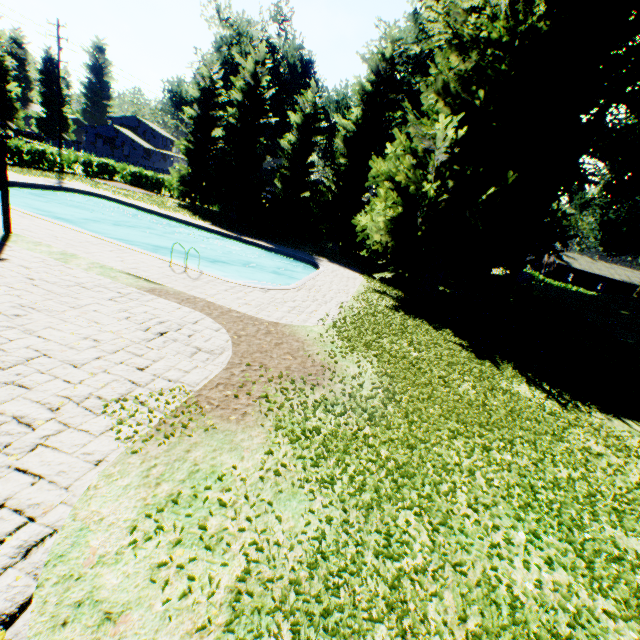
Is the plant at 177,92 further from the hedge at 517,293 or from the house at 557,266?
the hedge at 517,293

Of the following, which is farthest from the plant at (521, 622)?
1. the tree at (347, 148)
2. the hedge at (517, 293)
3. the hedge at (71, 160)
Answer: the hedge at (517, 293)

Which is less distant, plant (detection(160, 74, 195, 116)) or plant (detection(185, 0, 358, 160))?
plant (detection(185, 0, 358, 160))

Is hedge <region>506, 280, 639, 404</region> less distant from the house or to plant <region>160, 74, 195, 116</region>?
plant <region>160, 74, 195, 116</region>

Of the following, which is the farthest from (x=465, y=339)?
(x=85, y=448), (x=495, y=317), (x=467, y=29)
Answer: (x=467, y=29)

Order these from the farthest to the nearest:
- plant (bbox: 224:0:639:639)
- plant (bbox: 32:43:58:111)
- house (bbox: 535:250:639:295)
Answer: plant (bbox: 32:43:58:111), house (bbox: 535:250:639:295), plant (bbox: 224:0:639:639)

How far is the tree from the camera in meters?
25.2 m

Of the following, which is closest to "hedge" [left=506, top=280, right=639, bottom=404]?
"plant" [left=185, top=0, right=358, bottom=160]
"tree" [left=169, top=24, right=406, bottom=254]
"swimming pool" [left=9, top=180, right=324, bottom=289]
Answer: "plant" [left=185, top=0, right=358, bottom=160]
